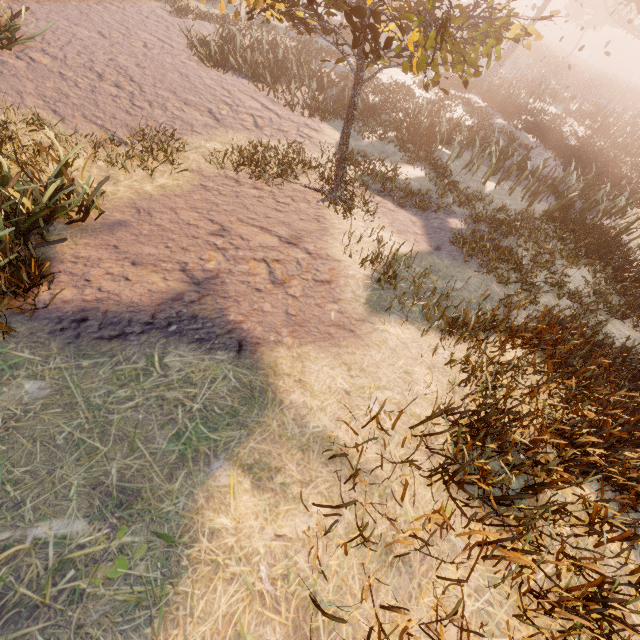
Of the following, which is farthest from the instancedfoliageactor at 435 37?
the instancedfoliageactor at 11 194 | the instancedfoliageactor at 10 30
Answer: the instancedfoliageactor at 10 30

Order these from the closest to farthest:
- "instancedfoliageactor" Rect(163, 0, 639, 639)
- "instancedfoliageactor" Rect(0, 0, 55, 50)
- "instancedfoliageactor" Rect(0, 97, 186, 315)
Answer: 1. "instancedfoliageactor" Rect(163, 0, 639, 639)
2. "instancedfoliageactor" Rect(0, 97, 186, 315)
3. "instancedfoliageactor" Rect(0, 0, 55, 50)

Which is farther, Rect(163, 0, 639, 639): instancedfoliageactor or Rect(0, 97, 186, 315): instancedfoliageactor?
Rect(0, 97, 186, 315): instancedfoliageactor

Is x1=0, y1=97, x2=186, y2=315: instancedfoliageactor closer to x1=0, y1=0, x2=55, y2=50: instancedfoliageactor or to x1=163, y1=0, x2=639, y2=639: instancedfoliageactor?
x1=163, y1=0, x2=639, y2=639: instancedfoliageactor

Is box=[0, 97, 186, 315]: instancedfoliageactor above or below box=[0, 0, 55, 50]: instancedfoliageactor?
below

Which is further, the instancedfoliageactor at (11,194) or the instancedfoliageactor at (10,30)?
the instancedfoliageactor at (10,30)

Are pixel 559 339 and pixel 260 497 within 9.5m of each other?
yes
